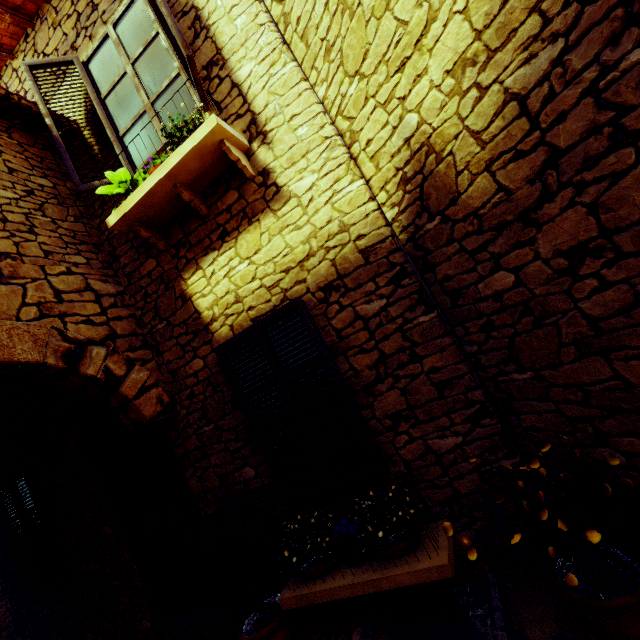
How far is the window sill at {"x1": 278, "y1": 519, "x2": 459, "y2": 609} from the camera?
2.3m

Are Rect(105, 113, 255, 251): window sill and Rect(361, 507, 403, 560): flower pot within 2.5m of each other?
no

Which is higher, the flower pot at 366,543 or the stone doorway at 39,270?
the stone doorway at 39,270

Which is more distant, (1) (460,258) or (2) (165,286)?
(2) (165,286)

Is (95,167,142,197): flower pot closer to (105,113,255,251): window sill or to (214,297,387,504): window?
(105,113,255,251): window sill

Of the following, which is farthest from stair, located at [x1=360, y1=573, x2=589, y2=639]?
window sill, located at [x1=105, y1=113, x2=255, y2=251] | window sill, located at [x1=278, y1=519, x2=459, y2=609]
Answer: window sill, located at [x1=105, y1=113, x2=255, y2=251]

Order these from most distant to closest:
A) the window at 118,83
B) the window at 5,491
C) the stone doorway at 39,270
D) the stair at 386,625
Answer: the window at 5,491, the window at 118,83, the stone doorway at 39,270, the stair at 386,625

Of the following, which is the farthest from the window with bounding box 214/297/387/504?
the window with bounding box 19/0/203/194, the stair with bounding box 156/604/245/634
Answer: the window with bounding box 19/0/203/194
